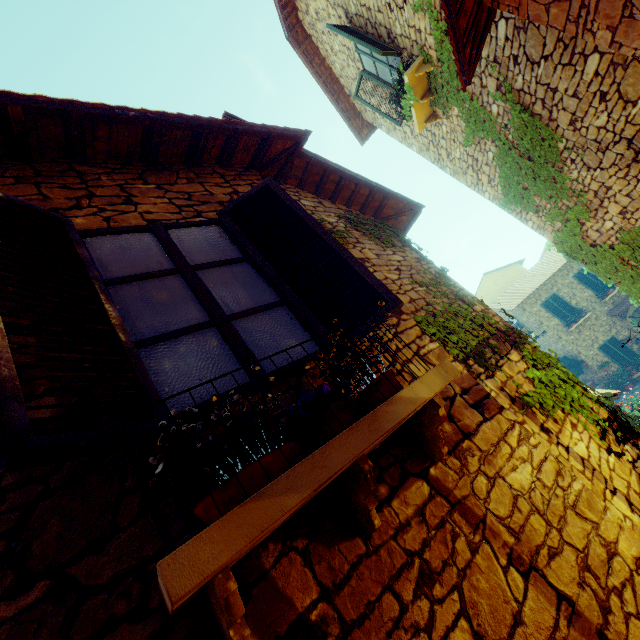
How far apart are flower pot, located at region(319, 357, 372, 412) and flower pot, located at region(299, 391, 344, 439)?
0.1 meters

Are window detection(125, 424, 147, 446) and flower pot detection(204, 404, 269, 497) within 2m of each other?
yes

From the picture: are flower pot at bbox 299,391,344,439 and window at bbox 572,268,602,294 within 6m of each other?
no

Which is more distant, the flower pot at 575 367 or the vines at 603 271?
the flower pot at 575 367

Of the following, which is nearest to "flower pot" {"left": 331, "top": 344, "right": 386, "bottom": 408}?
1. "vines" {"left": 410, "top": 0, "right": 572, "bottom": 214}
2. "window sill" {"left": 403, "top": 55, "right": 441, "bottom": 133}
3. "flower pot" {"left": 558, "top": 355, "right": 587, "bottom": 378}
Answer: "vines" {"left": 410, "top": 0, "right": 572, "bottom": 214}

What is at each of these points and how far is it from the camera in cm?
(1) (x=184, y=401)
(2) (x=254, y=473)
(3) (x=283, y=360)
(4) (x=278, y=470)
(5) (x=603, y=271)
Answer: (1) window, 159
(2) flower pot, 112
(3) window, 197
(4) flower pot, 116
(5) vines, 658

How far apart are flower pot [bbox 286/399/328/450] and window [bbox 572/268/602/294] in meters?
23.9 m

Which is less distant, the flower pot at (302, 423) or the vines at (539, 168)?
the flower pot at (302, 423)
